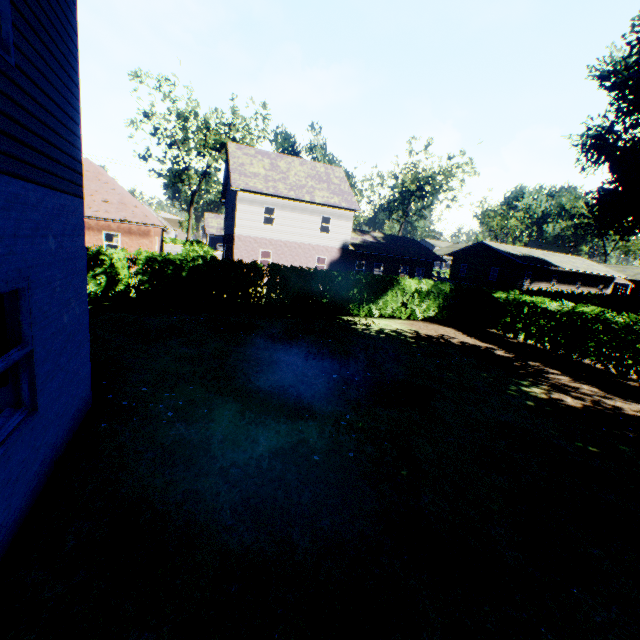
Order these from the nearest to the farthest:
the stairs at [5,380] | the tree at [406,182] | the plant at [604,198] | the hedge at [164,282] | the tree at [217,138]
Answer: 1. the stairs at [5,380]
2. the hedge at [164,282]
3. the plant at [604,198]
4. the tree at [217,138]
5. the tree at [406,182]

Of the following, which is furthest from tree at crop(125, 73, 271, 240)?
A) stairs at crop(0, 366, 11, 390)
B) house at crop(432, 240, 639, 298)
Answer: stairs at crop(0, 366, 11, 390)

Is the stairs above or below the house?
below

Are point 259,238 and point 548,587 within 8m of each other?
no

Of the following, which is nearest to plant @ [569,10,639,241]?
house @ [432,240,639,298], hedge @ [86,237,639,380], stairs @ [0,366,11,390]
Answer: hedge @ [86,237,639,380]

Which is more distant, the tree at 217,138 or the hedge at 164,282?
the tree at 217,138

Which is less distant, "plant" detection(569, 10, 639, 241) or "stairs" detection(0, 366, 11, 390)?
"stairs" detection(0, 366, 11, 390)

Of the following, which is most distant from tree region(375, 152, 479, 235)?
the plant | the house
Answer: the house
